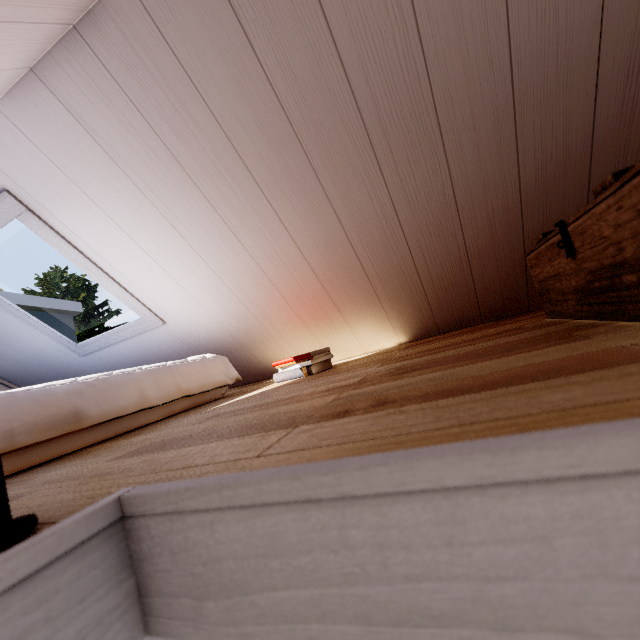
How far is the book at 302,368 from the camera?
1.52m

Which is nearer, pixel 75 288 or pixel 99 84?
pixel 99 84

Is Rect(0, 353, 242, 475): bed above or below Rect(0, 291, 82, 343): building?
below

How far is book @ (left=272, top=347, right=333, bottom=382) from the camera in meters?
1.5

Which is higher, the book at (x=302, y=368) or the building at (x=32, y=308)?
the building at (x=32, y=308)

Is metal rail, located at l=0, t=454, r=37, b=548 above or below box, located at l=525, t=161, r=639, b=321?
below

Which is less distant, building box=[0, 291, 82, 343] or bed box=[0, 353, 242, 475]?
bed box=[0, 353, 242, 475]

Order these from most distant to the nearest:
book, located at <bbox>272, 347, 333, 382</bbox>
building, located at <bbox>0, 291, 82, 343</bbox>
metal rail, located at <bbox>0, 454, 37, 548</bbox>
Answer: building, located at <bbox>0, 291, 82, 343</bbox> → book, located at <bbox>272, 347, 333, 382</bbox> → metal rail, located at <bbox>0, 454, 37, 548</bbox>
